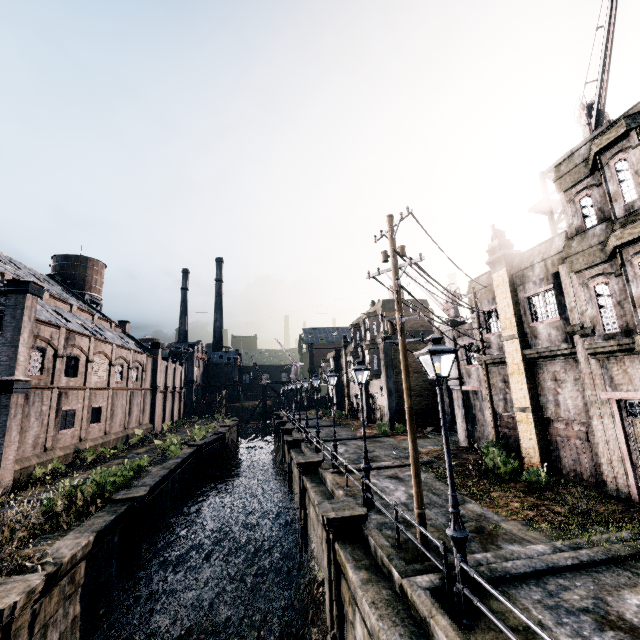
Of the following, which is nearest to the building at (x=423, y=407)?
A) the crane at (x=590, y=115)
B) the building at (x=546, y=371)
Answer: the building at (x=546, y=371)

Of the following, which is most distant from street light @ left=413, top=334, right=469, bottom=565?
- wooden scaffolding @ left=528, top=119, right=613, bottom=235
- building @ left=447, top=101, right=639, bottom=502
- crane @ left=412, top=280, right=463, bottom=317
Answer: crane @ left=412, top=280, right=463, bottom=317

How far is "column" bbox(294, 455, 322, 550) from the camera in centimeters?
1869cm

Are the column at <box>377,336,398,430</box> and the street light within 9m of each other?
no

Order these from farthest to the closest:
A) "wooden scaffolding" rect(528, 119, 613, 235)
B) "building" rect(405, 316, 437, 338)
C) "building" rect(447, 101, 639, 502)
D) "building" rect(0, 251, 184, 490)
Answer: "building" rect(405, 316, 437, 338)
"building" rect(0, 251, 184, 490)
"wooden scaffolding" rect(528, 119, 613, 235)
"building" rect(447, 101, 639, 502)

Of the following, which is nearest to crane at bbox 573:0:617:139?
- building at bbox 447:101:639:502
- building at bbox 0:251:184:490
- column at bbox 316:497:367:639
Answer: building at bbox 447:101:639:502

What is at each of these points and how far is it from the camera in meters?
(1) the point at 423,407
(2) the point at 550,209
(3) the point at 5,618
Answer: (1) building, 34.0 m
(2) wooden scaffolding, 16.9 m
(3) column, 7.6 m

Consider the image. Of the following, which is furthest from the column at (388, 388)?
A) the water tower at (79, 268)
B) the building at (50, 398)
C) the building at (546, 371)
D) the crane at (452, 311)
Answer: the water tower at (79, 268)
